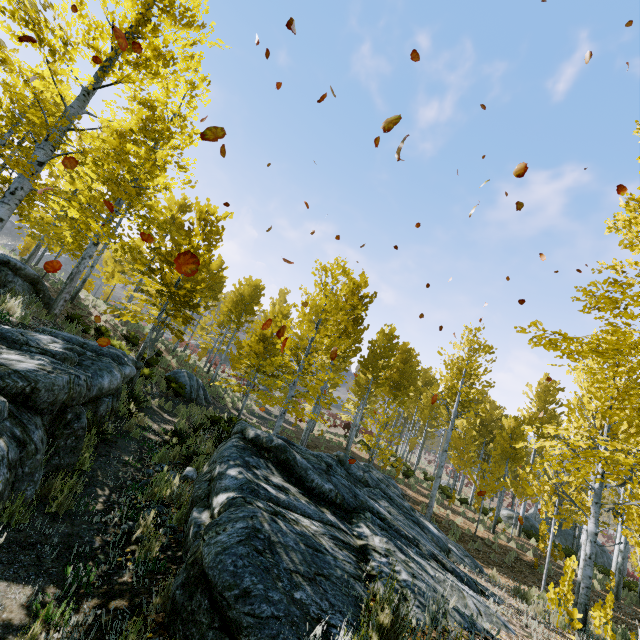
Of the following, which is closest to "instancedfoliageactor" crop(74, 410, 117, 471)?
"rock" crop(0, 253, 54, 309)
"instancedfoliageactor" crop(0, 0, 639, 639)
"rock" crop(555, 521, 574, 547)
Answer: "rock" crop(0, 253, 54, 309)

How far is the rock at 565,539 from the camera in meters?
30.9 m

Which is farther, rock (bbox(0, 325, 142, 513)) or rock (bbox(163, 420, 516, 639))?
rock (bbox(0, 325, 142, 513))

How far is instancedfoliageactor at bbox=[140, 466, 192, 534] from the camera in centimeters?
413cm

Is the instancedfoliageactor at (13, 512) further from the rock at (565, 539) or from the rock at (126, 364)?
the rock at (565, 539)

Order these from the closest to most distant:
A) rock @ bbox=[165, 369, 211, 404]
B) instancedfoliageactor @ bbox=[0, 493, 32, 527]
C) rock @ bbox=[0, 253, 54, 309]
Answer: instancedfoliageactor @ bbox=[0, 493, 32, 527]
rock @ bbox=[0, 253, 54, 309]
rock @ bbox=[165, 369, 211, 404]

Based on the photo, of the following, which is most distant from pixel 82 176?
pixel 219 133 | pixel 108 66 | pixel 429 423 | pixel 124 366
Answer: pixel 429 423

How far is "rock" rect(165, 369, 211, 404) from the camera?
17.0 meters
